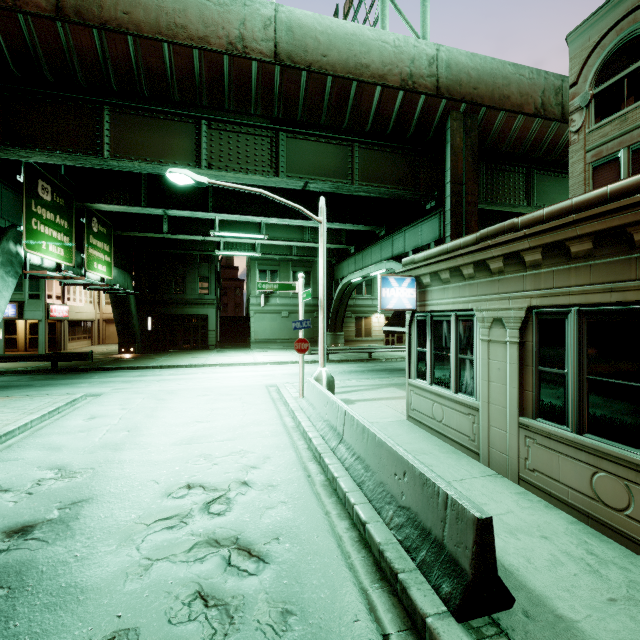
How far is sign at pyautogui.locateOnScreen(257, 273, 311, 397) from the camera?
12.0m

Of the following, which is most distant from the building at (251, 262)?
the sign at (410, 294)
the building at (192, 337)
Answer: the sign at (410, 294)

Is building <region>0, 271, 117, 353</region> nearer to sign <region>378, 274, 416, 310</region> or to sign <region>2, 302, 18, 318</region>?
sign <region>2, 302, 18, 318</region>

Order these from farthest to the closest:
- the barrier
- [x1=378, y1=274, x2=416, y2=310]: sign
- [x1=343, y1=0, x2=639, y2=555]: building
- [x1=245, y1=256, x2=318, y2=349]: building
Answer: [x1=245, y1=256, x2=318, y2=349]: building → [x1=378, y1=274, x2=416, y2=310]: sign → [x1=343, y1=0, x2=639, y2=555]: building → the barrier

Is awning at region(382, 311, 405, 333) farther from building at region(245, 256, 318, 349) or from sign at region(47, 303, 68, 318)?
sign at region(47, 303, 68, 318)

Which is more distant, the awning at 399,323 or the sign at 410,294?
the awning at 399,323

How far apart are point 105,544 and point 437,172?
18.3 meters

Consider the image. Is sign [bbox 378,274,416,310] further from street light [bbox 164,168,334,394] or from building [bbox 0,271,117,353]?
building [bbox 0,271,117,353]
